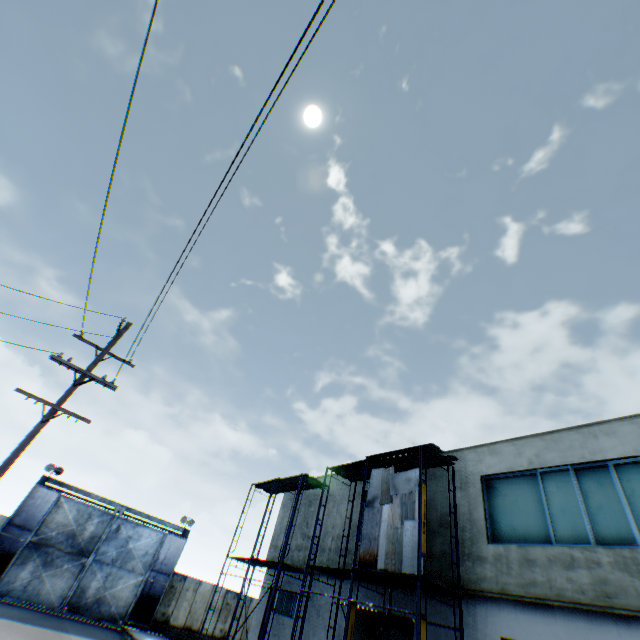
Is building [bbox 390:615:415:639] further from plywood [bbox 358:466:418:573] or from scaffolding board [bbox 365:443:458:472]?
plywood [bbox 358:466:418:573]

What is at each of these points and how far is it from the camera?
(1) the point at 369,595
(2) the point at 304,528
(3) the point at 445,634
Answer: (1) building, 14.12m
(2) building, 19.77m
(3) building, 11.11m

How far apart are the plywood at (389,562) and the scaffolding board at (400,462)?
0.5m

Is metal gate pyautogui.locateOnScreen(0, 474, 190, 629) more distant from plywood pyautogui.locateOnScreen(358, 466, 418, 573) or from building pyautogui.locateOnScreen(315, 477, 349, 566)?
plywood pyautogui.locateOnScreen(358, 466, 418, 573)

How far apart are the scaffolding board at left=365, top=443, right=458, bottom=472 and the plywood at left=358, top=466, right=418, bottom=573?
0.50m

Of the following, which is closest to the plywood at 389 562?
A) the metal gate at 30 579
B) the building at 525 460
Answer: the building at 525 460

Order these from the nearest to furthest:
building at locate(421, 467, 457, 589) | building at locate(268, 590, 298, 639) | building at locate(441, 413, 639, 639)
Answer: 1. building at locate(441, 413, 639, 639)
2. building at locate(421, 467, 457, 589)
3. building at locate(268, 590, 298, 639)

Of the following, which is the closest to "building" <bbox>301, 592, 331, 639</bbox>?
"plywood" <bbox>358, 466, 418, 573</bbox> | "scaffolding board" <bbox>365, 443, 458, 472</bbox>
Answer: "scaffolding board" <bbox>365, 443, 458, 472</bbox>
